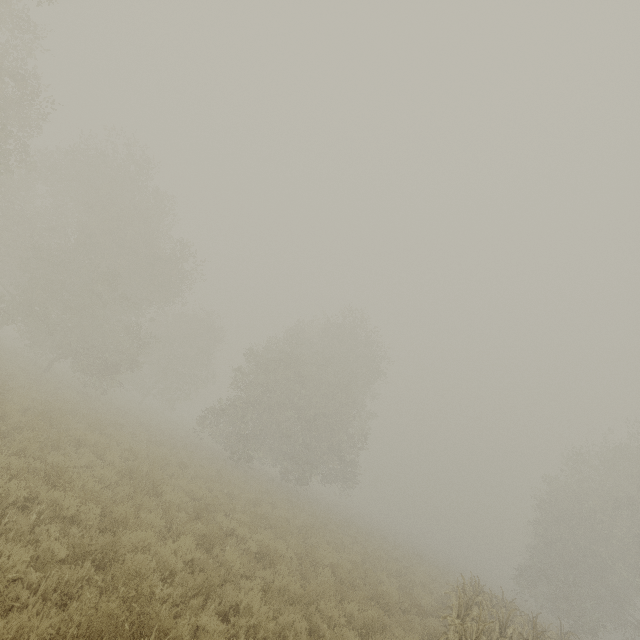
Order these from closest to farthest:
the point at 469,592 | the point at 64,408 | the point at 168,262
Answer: the point at 469,592
the point at 64,408
the point at 168,262
